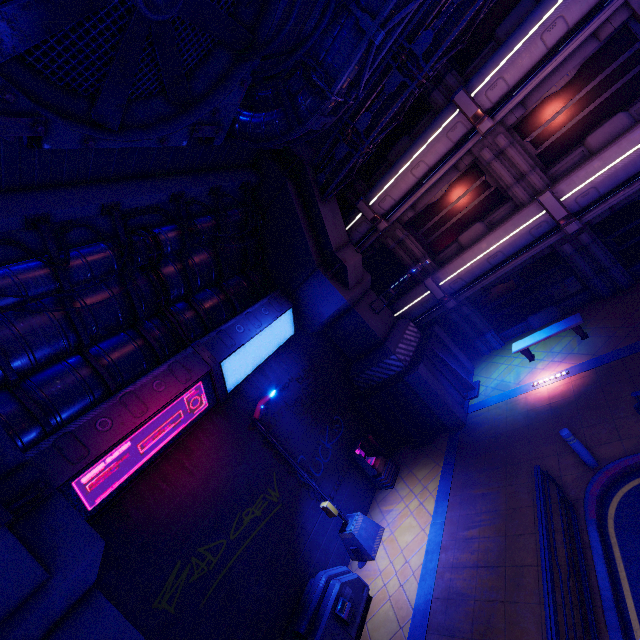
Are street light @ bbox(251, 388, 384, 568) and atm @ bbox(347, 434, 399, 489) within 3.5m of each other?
yes

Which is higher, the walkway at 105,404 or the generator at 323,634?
the walkway at 105,404

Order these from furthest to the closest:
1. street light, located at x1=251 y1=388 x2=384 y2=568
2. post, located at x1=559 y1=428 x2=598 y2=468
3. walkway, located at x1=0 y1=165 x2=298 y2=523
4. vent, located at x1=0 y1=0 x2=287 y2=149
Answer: street light, located at x1=251 y1=388 x2=384 y2=568 < post, located at x1=559 y1=428 x2=598 y2=468 < walkway, located at x1=0 y1=165 x2=298 y2=523 < vent, located at x1=0 y1=0 x2=287 y2=149

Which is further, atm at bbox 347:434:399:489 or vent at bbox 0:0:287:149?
atm at bbox 347:434:399:489

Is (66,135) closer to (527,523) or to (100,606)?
(100,606)

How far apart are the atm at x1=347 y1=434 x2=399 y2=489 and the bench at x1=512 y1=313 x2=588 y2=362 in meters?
6.3

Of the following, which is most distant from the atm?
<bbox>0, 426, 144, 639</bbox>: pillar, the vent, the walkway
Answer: the vent

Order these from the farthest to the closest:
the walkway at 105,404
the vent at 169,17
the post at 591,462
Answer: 1. the post at 591,462
2. the walkway at 105,404
3. the vent at 169,17
